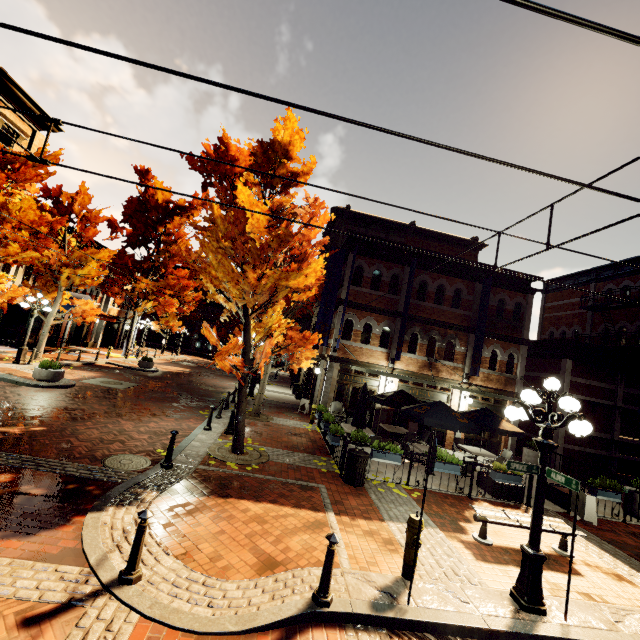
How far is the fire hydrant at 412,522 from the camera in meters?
5.2 m

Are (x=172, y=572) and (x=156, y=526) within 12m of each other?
yes

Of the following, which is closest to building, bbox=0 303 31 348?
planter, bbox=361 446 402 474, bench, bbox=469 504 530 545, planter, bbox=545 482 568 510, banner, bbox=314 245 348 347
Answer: banner, bbox=314 245 348 347

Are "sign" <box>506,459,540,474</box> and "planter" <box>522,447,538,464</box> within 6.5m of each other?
no

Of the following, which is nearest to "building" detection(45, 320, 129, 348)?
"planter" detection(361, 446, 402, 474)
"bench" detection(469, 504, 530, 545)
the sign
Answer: "planter" detection(361, 446, 402, 474)

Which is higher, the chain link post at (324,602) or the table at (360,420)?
the table at (360,420)

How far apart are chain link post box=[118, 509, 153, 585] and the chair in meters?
11.2 m

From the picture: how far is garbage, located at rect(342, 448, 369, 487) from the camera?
8.7 meters
